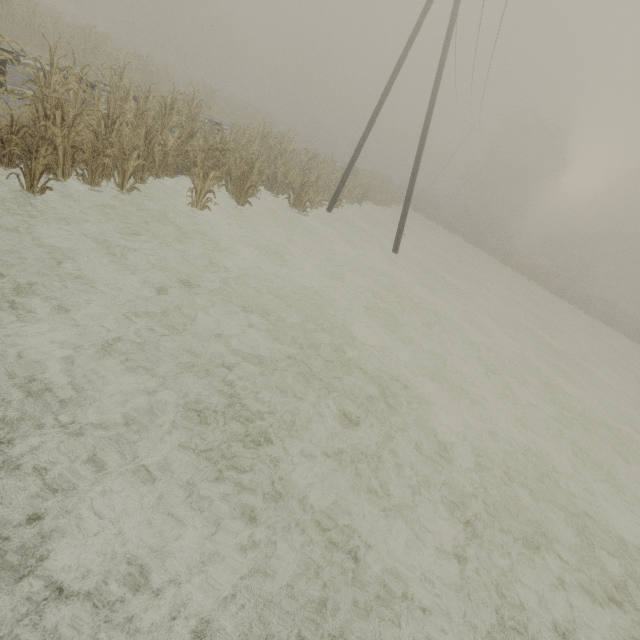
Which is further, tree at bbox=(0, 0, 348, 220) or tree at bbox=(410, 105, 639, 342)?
tree at bbox=(410, 105, 639, 342)

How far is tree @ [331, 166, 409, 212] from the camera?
19.7m

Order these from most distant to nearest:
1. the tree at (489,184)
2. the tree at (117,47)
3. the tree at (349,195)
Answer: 1. the tree at (489,184)
2. the tree at (349,195)
3. the tree at (117,47)

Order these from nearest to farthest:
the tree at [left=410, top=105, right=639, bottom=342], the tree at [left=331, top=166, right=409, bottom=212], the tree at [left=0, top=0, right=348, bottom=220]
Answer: the tree at [left=0, top=0, right=348, bottom=220] < the tree at [left=331, top=166, right=409, bottom=212] < the tree at [left=410, top=105, right=639, bottom=342]

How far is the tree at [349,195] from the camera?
19.7 meters

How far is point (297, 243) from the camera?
10.59m
